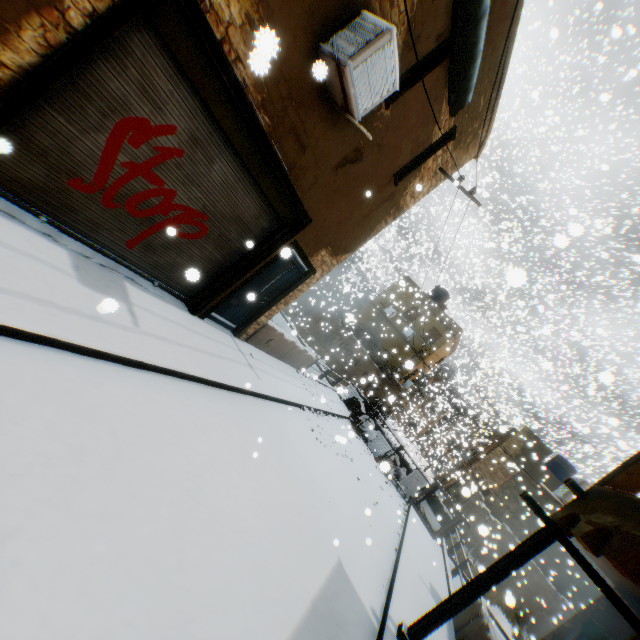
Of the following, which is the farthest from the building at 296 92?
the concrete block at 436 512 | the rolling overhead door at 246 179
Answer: the concrete block at 436 512

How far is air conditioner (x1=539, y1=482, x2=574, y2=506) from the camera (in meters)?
8.12

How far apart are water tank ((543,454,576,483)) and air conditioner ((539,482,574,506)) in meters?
21.0 m

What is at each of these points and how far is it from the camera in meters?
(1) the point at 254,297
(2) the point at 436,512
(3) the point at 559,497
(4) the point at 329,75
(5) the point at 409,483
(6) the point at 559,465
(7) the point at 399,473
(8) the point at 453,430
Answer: (1) door, 4.8
(2) concrete block, 15.4
(3) air conditioner, 8.3
(4) air conditioner, 4.7
(5) shutter, 16.3
(6) water tank, 25.2
(7) trash bag, 16.2
(8) building, 58.8

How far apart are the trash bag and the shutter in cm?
1

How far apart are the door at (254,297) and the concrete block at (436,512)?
6.5 meters

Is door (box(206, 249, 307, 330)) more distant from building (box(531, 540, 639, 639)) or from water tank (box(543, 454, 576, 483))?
water tank (box(543, 454, 576, 483))

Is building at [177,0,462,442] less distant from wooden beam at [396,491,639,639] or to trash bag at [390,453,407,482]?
wooden beam at [396,491,639,639]
